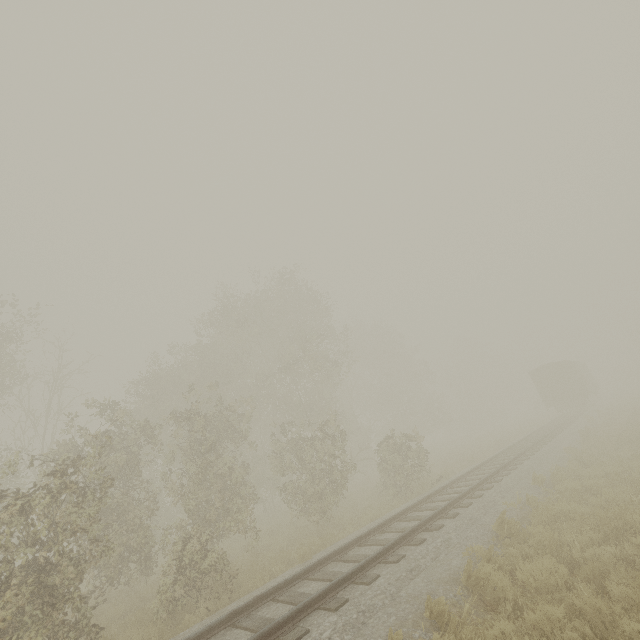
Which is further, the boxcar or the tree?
the tree

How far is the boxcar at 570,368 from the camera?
29.98m

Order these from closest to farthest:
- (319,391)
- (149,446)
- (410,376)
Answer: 1. (319,391)
2. (149,446)
3. (410,376)

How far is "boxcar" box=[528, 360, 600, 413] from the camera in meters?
30.0

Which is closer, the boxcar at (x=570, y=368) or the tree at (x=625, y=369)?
the boxcar at (x=570, y=368)
